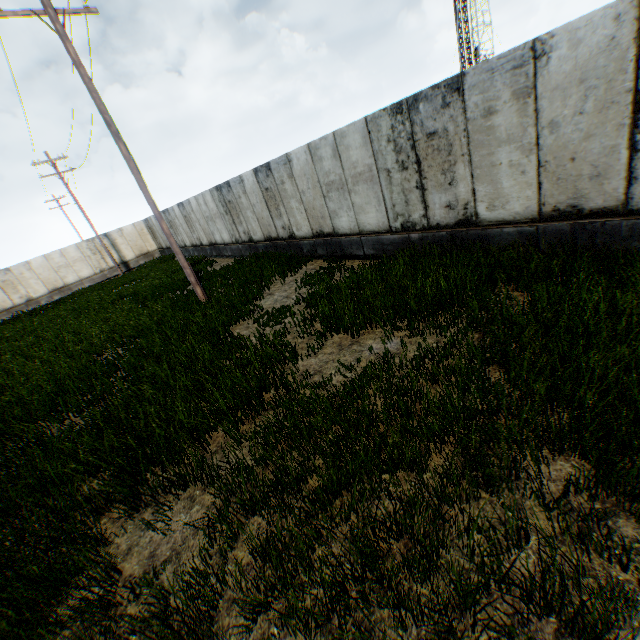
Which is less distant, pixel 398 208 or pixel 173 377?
pixel 173 377
